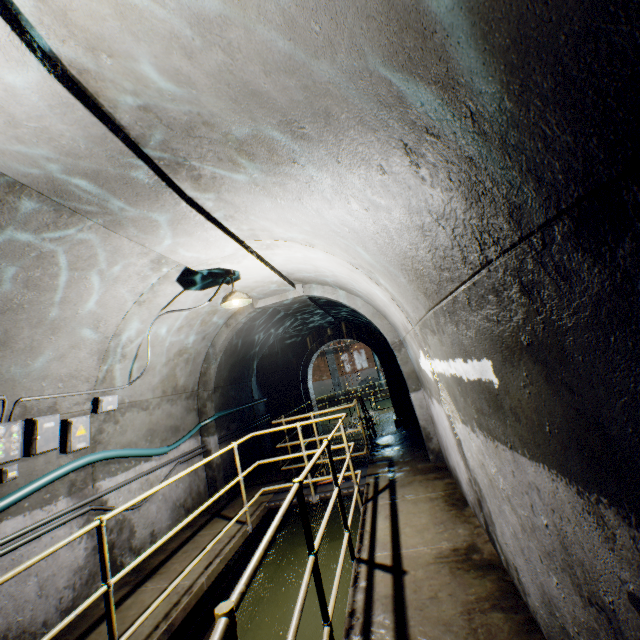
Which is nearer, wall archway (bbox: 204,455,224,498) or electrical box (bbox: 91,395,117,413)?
electrical box (bbox: 91,395,117,413)

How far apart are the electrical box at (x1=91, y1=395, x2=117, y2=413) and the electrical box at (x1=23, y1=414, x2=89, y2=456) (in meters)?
0.52

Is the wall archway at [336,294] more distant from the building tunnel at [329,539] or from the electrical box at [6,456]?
the electrical box at [6,456]

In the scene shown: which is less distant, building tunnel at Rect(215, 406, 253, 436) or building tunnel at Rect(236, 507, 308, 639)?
building tunnel at Rect(236, 507, 308, 639)

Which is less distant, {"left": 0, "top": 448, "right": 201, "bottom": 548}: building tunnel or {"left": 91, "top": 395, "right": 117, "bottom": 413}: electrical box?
{"left": 0, "top": 448, "right": 201, "bottom": 548}: building tunnel

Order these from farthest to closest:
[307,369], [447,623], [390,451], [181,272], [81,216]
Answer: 1. [307,369]
2. [390,451]
3. [181,272]
4. [81,216]
5. [447,623]

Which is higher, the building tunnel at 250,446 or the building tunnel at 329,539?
the building tunnel at 250,446

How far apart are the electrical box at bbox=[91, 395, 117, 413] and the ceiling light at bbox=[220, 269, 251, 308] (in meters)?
1.95
